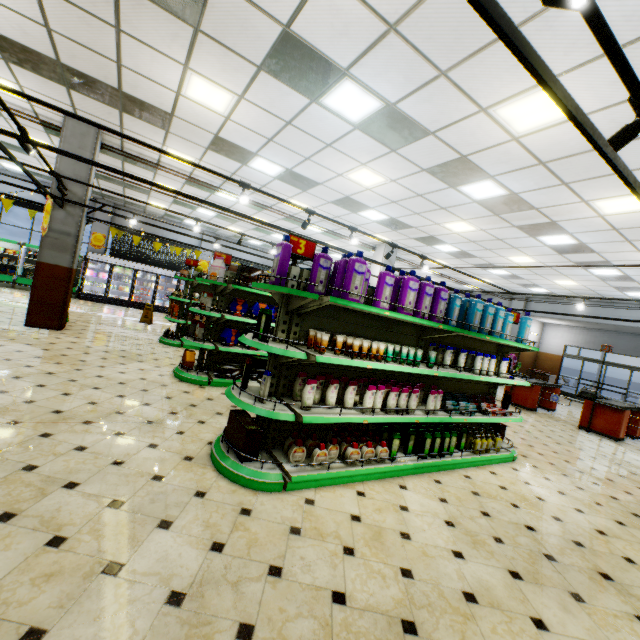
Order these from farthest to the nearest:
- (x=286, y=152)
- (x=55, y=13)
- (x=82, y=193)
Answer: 1. (x=82, y=193)
2. (x=286, y=152)
3. (x=55, y=13)

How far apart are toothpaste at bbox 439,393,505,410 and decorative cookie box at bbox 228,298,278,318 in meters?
3.0 m

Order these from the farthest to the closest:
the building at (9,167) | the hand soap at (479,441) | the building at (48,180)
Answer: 1. the building at (9,167)
2. the building at (48,180)
3. the hand soap at (479,441)

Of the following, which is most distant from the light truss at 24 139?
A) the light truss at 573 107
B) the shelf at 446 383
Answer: the shelf at 446 383

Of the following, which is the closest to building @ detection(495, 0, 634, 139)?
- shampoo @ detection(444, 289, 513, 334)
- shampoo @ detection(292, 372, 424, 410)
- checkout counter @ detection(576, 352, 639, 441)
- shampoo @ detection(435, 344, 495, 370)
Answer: checkout counter @ detection(576, 352, 639, 441)

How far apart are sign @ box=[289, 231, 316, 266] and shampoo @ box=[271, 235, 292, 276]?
0.0m

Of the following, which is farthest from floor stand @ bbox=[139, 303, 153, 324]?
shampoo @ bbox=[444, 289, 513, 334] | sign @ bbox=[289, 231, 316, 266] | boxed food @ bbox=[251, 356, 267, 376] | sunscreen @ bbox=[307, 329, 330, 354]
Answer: shampoo @ bbox=[444, 289, 513, 334]

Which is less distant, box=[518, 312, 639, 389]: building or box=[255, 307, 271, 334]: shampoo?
box=[255, 307, 271, 334]: shampoo
